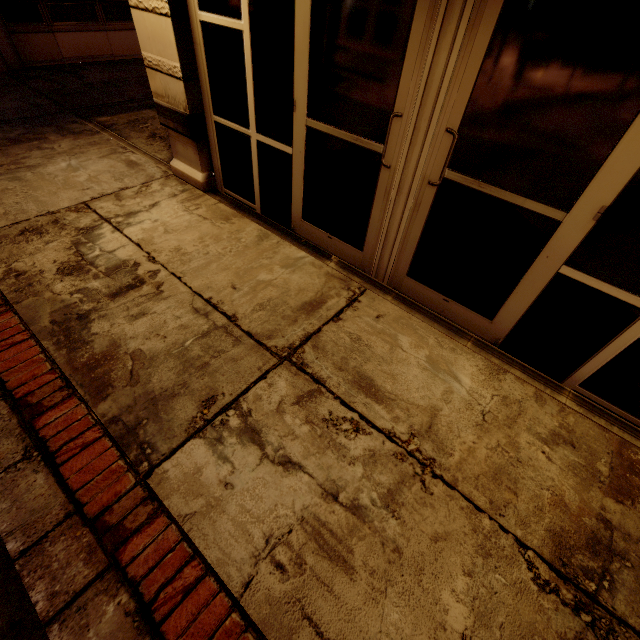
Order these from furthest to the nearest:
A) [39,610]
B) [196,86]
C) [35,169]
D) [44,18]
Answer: [44,18]
[35,169]
[196,86]
[39,610]
